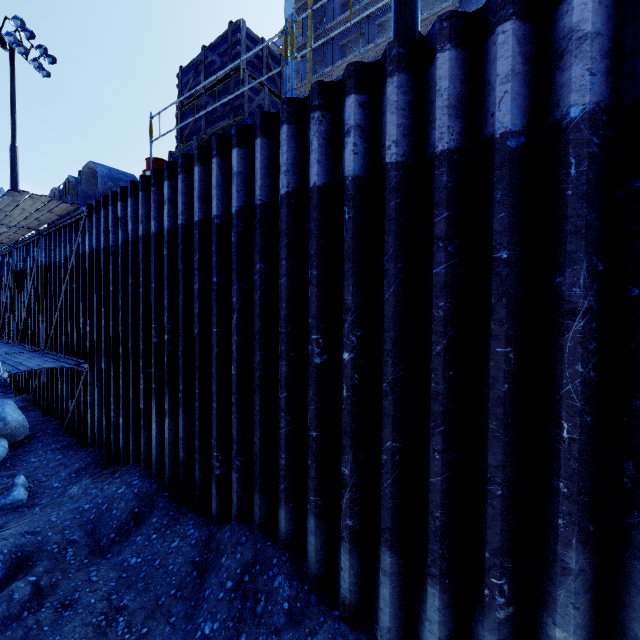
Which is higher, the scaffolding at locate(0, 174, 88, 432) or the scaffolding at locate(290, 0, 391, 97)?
the scaffolding at locate(290, 0, 391, 97)

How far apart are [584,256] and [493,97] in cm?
155

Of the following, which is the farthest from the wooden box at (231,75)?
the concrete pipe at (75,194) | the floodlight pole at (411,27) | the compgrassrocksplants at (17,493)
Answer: the compgrassrocksplants at (17,493)

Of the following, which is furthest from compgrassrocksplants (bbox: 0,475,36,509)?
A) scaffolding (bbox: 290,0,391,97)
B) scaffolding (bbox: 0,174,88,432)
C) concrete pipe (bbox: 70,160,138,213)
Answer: scaffolding (bbox: 290,0,391,97)

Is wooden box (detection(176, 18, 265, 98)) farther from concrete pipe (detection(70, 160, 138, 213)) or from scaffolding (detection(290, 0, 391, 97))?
scaffolding (detection(290, 0, 391, 97))

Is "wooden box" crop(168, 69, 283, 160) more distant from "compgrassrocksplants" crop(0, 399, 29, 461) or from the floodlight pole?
"compgrassrocksplants" crop(0, 399, 29, 461)

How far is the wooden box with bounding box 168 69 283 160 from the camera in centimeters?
611cm

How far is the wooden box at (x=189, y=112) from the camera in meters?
7.0 m
